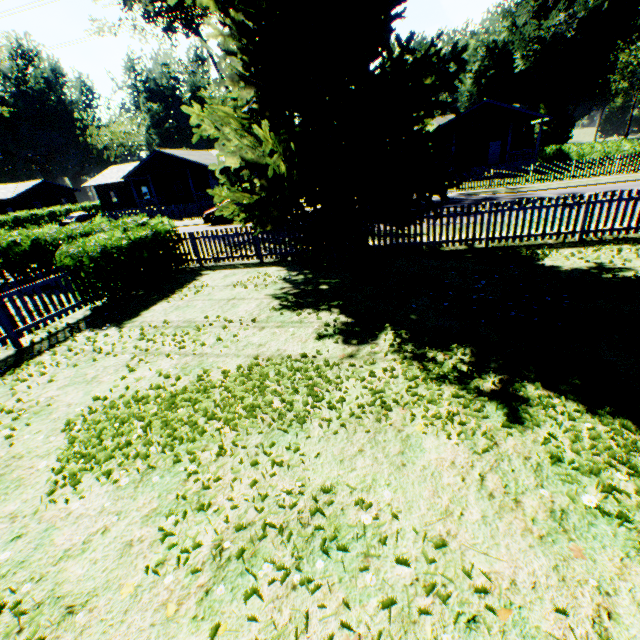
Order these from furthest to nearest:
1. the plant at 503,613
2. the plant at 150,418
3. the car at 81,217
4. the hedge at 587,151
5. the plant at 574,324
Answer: the car at 81,217, the hedge at 587,151, the plant at 574,324, the plant at 150,418, the plant at 503,613

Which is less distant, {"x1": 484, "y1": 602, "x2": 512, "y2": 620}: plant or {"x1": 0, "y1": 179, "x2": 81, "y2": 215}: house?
{"x1": 484, "y1": 602, "x2": 512, "y2": 620}: plant

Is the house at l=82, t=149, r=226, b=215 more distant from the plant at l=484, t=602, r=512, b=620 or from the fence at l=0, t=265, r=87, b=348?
the plant at l=484, t=602, r=512, b=620

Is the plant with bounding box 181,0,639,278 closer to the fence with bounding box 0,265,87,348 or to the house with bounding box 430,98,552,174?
the fence with bounding box 0,265,87,348

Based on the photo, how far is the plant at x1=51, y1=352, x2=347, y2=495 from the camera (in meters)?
3.74

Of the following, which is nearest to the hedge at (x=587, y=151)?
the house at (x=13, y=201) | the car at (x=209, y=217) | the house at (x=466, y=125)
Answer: the house at (x=466, y=125)

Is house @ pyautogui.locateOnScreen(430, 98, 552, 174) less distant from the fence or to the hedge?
the hedge

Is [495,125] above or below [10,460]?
above
